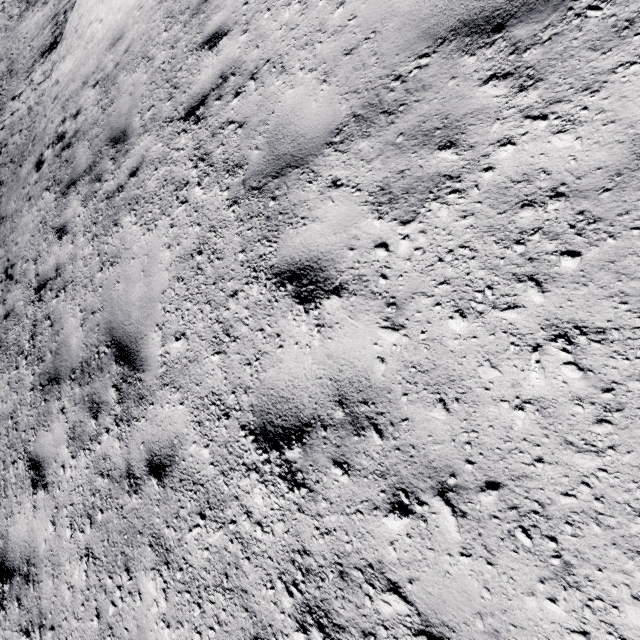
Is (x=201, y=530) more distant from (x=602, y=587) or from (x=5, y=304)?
(x=5, y=304)
